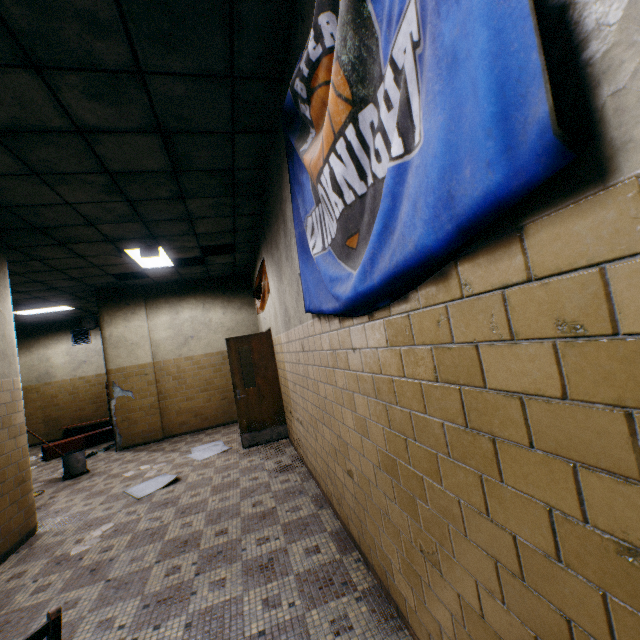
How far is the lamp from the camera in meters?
5.9

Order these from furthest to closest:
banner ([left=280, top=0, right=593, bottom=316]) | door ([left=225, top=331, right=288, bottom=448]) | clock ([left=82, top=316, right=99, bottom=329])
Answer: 1. clock ([left=82, top=316, right=99, bottom=329])
2. door ([left=225, top=331, right=288, bottom=448])
3. banner ([left=280, top=0, right=593, bottom=316])

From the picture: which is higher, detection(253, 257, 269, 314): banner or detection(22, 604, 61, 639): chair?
detection(253, 257, 269, 314): banner

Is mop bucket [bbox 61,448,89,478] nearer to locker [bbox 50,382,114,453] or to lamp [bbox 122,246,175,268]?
locker [bbox 50,382,114,453]

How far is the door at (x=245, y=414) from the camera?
6.1m

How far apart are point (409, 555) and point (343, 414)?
1.0 meters

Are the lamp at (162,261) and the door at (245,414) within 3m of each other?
yes

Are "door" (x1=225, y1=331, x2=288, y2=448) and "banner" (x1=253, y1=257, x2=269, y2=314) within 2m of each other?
yes
